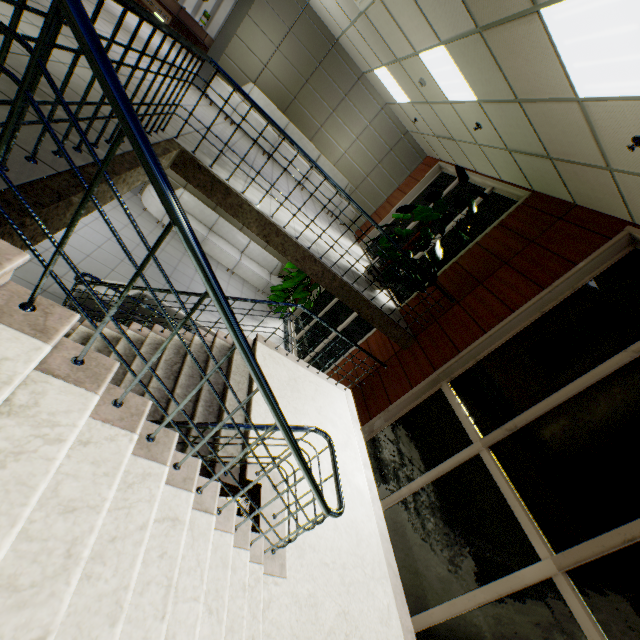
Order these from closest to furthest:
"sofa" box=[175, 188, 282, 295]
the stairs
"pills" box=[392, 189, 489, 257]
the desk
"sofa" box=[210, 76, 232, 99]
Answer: the stairs
"pills" box=[392, 189, 489, 257]
"sofa" box=[210, 76, 232, 99]
"sofa" box=[175, 188, 282, 295]
the desk

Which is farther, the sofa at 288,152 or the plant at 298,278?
the plant at 298,278

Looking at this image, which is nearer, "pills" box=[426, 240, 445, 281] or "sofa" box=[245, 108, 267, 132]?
"pills" box=[426, 240, 445, 281]

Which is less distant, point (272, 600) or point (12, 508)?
point (12, 508)

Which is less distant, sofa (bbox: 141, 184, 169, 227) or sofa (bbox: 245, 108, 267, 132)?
sofa (bbox: 245, 108, 267, 132)

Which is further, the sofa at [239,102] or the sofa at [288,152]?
the sofa at [288,152]

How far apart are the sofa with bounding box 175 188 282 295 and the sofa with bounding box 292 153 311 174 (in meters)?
2.51
